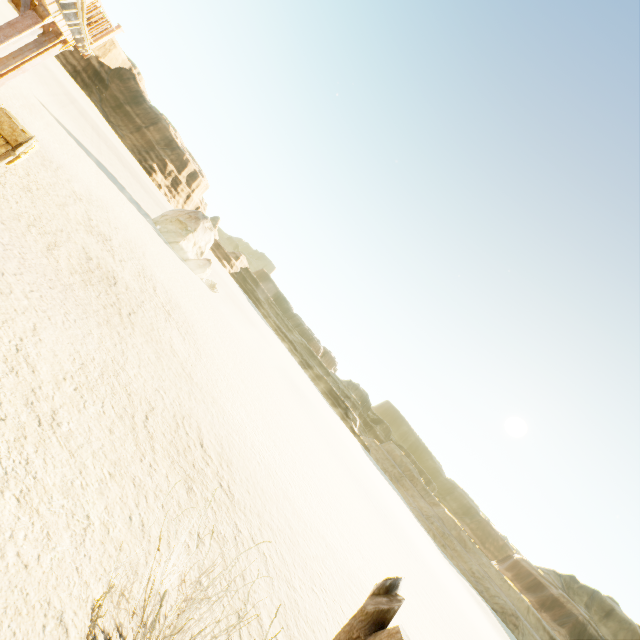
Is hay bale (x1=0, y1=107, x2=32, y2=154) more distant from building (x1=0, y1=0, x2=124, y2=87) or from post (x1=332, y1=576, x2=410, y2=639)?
post (x1=332, y1=576, x2=410, y2=639)

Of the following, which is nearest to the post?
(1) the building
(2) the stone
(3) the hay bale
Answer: (1) the building

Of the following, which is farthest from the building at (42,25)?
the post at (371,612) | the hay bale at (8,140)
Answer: the post at (371,612)

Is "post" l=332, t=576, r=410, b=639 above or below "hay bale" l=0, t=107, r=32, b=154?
above

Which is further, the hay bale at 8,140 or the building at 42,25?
the hay bale at 8,140

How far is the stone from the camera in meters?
26.3

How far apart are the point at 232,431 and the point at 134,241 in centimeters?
1093cm

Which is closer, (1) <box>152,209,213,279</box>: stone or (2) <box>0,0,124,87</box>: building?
(2) <box>0,0,124,87</box>: building
